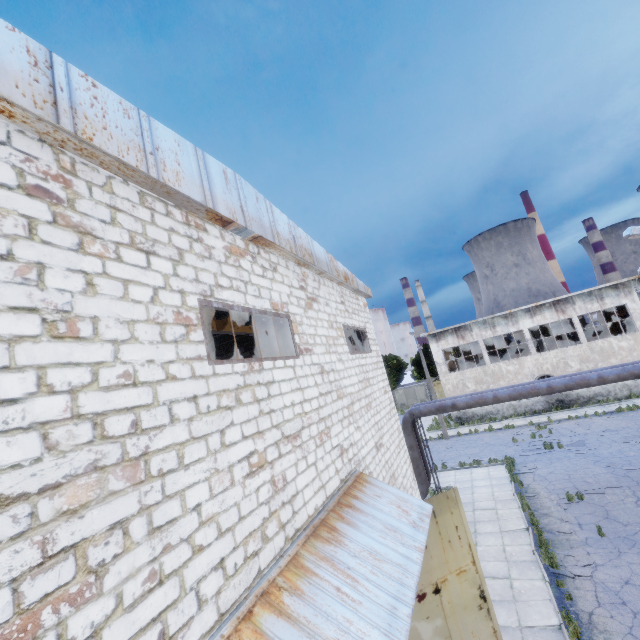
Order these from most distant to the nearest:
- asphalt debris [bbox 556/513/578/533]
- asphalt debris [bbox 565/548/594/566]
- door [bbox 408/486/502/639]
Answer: asphalt debris [bbox 556/513/578/533]
asphalt debris [bbox 565/548/594/566]
door [bbox 408/486/502/639]

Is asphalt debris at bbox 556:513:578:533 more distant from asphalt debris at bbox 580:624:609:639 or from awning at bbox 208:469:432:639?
awning at bbox 208:469:432:639

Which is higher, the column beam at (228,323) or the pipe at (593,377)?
the column beam at (228,323)

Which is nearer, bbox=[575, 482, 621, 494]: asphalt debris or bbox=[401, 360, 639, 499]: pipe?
bbox=[401, 360, 639, 499]: pipe

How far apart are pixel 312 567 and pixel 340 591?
0.5 meters

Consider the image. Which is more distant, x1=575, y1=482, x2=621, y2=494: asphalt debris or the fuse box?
the fuse box

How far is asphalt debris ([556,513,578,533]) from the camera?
12.3m

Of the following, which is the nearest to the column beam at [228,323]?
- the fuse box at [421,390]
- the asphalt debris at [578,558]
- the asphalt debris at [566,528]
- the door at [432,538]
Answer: the door at [432,538]
